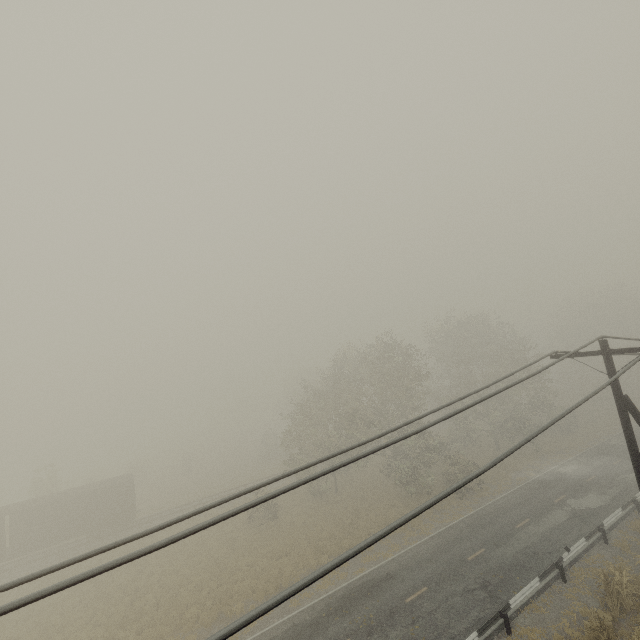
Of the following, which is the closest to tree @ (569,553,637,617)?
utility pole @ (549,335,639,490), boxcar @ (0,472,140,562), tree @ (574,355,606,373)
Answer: utility pole @ (549,335,639,490)

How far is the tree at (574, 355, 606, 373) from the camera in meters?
47.0

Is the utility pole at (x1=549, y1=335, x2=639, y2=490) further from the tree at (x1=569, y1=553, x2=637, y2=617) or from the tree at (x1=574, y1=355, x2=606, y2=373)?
the tree at (x1=574, y1=355, x2=606, y2=373)

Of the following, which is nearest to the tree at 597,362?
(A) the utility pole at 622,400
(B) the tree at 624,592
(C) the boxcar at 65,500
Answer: (B) the tree at 624,592

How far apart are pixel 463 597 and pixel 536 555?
5.8 meters

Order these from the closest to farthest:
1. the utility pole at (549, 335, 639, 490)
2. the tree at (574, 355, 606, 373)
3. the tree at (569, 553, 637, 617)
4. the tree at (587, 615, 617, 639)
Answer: the utility pole at (549, 335, 639, 490)
the tree at (587, 615, 617, 639)
the tree at (569, 553, 637, 617)
the tree at (574, 355, 606, 373)
